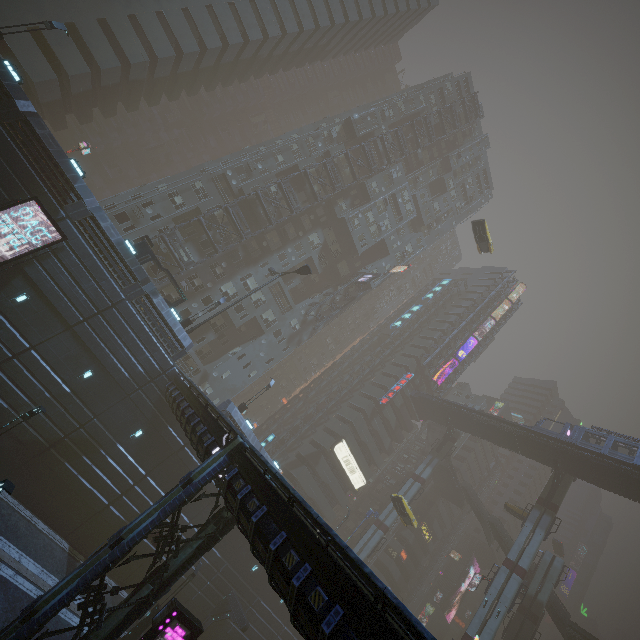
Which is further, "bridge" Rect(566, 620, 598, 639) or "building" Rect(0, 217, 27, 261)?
"bridge" Rect(566, 620, 598, 639)

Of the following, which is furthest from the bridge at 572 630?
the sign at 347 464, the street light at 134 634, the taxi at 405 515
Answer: Result: the street light at 134 634

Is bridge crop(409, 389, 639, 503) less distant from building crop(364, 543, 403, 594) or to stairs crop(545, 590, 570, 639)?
stairs crop(545, 590, 570, 639)

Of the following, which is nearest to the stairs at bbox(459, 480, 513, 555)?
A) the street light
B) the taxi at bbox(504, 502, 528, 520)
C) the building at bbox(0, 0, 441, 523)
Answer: the building at bbox(0, 0, 441, 523)

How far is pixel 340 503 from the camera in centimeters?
5197cm

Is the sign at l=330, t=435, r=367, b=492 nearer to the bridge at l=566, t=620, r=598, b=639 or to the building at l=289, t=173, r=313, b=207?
the building at l=289, t=173, r=313, b=207

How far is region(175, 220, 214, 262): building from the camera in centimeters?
3662cm

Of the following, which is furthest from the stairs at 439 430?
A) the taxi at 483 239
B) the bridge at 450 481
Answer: the taxi at 483 239
